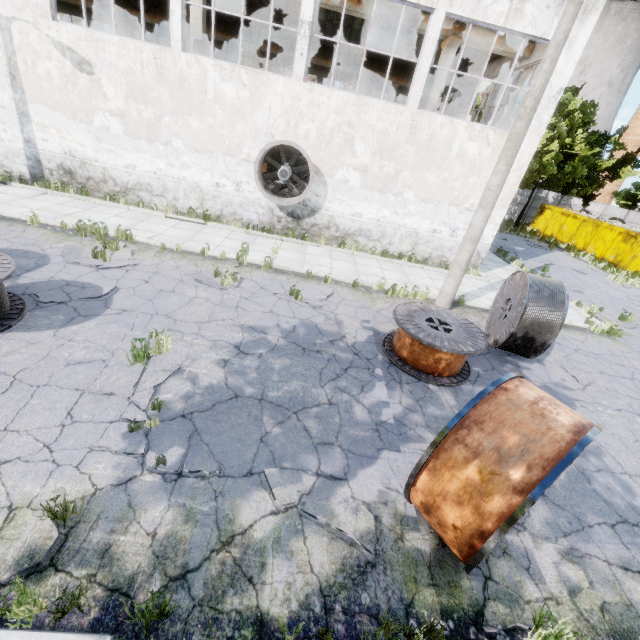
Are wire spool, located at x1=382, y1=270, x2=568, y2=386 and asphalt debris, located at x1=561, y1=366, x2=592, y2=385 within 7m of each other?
yes

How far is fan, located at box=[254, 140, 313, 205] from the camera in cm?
1148

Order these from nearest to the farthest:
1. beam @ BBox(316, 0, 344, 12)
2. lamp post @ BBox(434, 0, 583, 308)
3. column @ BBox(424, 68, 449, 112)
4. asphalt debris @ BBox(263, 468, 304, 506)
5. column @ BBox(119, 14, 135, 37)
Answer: asphalt debris @ BBox(263, 468, 304, 506)
lamp post @ BBox(434, 0, 583, 308)
beam @ BBox(316, 0, 344, 12)
column @ BBox(424, 68, 449, 112)
column @ BBox(119, 14, 135, 37)

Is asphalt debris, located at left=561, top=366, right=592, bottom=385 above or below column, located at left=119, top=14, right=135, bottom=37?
below

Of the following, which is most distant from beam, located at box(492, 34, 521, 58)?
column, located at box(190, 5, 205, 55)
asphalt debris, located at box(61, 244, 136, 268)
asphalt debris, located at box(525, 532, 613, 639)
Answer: asphalt debris, located at box(525, 532, 613, 639)

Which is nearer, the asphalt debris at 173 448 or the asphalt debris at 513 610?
the asphalt debris at 513 610

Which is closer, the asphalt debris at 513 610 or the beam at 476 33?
the asphalt debris at 513 610

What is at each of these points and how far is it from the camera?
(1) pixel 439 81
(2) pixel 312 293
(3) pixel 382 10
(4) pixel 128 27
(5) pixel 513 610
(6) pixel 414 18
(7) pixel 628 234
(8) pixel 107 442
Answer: (1) column, 13.2m
(2) asphalt debris, 9.2m
(3) beam, 12.2m
(4) column, 22.0m
(5) asphalt debris, 3.4m
(6) beam, 12.3m
(7) garbage container, 22.0m
(8) asphalt debris, 4.1m
